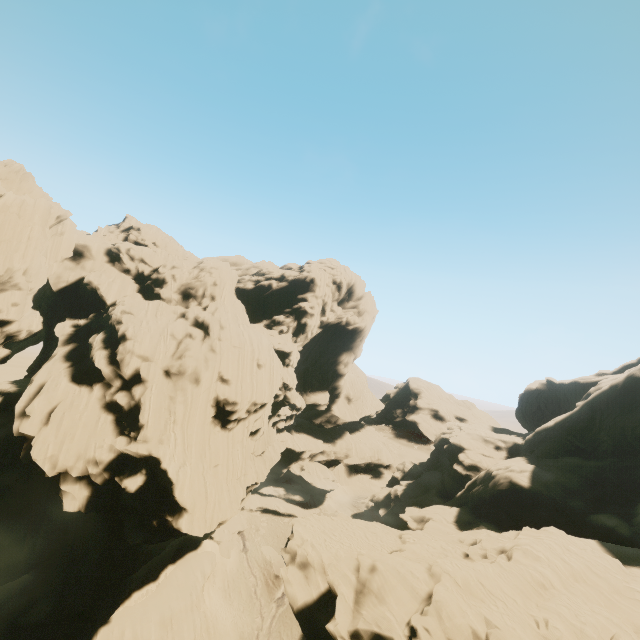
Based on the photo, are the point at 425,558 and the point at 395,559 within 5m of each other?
yes
